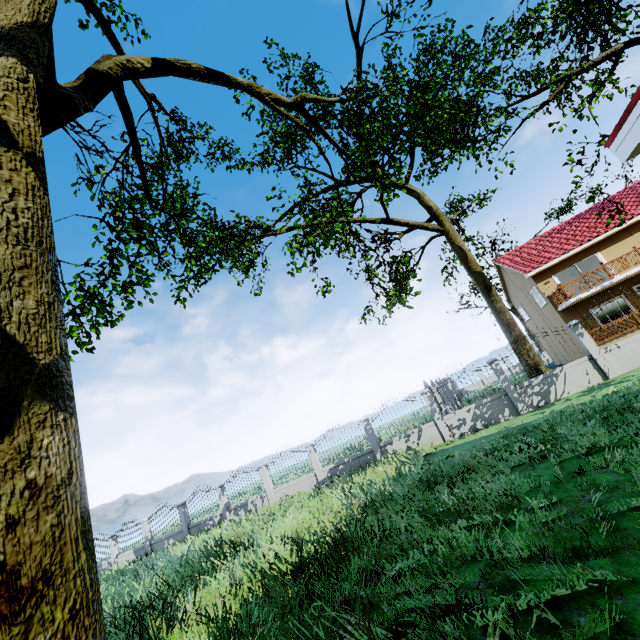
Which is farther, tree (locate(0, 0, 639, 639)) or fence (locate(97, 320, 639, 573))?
fence (locate(97, 320, 639, 573))

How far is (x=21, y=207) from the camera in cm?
337

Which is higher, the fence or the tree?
the tree

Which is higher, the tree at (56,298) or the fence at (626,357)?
the tree at (56,298)

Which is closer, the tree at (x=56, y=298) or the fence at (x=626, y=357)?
the tree at (x=56, y=298)
